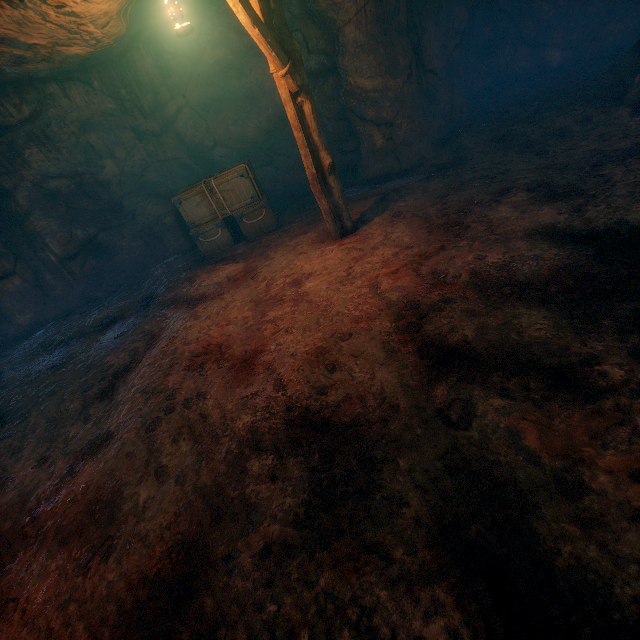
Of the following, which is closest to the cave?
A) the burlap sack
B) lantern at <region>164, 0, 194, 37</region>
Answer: the burlap sack

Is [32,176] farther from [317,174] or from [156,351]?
[317,174]

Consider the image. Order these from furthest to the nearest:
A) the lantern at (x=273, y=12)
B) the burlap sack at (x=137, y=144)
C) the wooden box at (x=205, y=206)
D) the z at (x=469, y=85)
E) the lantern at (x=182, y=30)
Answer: the wooden box at (x=205, y=206), the z at (x=469, y=85), the lantern at (x=273, y=12), the lantern at (x=182, y=30), the burlap sack at (x=137, y=144)

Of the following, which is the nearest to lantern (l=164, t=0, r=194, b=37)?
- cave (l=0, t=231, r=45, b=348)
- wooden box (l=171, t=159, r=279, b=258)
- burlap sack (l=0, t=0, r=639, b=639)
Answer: burlap sack (l=0, t=0, r=639, b=639)

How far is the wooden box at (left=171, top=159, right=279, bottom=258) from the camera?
8.0m

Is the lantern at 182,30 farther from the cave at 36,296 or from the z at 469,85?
the cave at 36,296

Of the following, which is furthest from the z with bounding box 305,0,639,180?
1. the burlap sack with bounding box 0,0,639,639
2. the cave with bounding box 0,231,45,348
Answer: the cave with bounding box 0,231,45,348

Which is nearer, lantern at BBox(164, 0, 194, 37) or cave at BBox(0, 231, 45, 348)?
lantern at BBox(164, 0, 194, 37)
